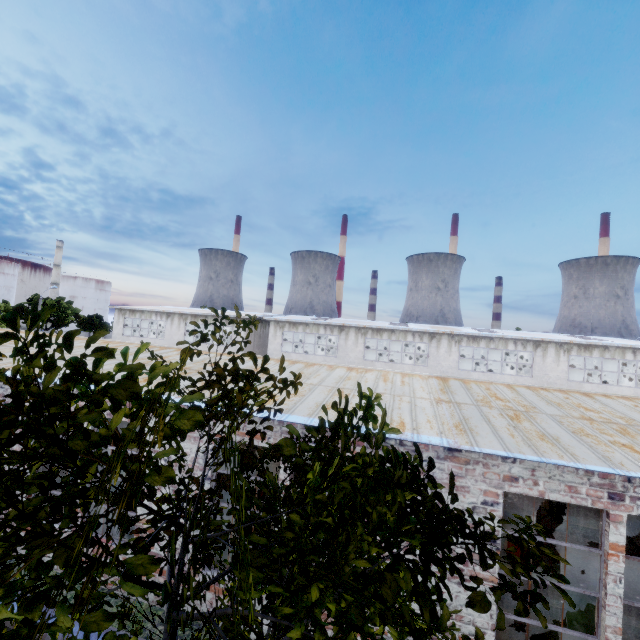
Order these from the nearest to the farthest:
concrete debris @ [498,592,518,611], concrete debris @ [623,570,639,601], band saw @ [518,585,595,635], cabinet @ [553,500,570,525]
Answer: band saw @ [518,585,595,635]
concrete debris @ [498,592,518,611]
concrete debris @ [623,570,639,601]
cabinet @ [553,500,570,525]

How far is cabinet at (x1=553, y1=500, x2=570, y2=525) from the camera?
13.1 meters

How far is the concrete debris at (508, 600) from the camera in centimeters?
857cm

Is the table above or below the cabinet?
above

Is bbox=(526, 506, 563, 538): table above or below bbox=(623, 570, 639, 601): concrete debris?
above

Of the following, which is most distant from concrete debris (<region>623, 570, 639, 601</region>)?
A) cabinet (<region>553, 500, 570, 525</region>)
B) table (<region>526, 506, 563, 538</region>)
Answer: cabinet (<region>553, 500, 570, 525</region>)

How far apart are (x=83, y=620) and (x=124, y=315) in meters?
40.8 m

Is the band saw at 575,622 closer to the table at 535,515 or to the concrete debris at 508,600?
the concrete debris at 508,600
